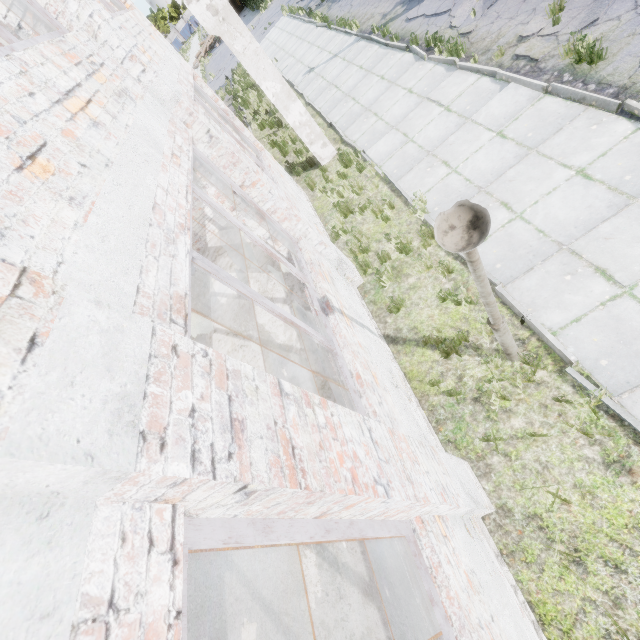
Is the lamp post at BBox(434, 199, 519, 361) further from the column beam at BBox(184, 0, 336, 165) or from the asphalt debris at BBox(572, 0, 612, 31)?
the column beam at BBox(184, 0, 336, 165)

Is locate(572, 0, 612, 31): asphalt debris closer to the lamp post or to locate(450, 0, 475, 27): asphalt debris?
locate(450, 0, 475, 27): asphalt debris

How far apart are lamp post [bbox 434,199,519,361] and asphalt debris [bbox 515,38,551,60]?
6.37m

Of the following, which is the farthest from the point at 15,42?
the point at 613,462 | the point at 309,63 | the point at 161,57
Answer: the point at 309,63

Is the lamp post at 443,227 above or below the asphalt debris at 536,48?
above

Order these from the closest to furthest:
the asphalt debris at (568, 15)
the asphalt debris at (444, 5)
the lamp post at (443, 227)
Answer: the lamp post at (443, 227) < the asphalt debris at (568, 15) < the asphalt debris at (444, 5)

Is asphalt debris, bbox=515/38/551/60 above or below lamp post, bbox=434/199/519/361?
below

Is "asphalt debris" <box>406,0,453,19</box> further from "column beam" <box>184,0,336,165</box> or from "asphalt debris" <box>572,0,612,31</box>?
"column beam" <box>184,0,336,165</box>
